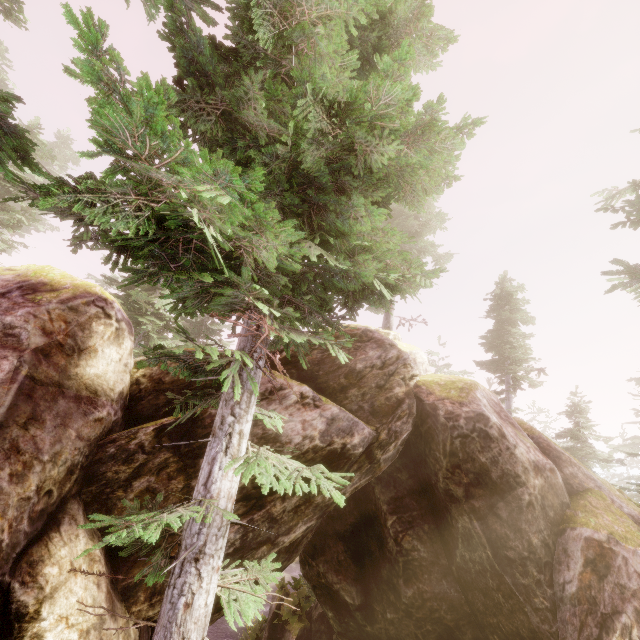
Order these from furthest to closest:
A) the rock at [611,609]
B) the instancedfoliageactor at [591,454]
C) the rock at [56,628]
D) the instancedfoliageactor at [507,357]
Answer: A:
the instancedfoliageactor at [591,454]
the instancedfoliageactor at [507,357]
the rock at [611,609]
the rock at [56,628]

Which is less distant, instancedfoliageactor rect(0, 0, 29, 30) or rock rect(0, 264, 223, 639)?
rock rect(0, 264, 223, 639)

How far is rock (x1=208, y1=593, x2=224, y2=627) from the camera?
8.4m

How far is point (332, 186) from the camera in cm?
467

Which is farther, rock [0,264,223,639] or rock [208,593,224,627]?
rock [208,593,224,627]

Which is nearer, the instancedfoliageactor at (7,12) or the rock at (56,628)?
the rock at (56,628)

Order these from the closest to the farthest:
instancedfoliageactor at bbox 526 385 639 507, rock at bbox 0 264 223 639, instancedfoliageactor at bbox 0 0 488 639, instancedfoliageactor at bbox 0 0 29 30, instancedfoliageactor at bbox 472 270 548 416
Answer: instancedfoliageactor at bbox 0 0 488 639
rock at bbox 0 264 223 639
instancedfoliageactor at bbox 0 0 29 30
instancedfoliageactor at bbox 472 270 548 416
instancedfoliageactor at bbox 526 385 639 507

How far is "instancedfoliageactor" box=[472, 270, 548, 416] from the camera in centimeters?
1767cm
